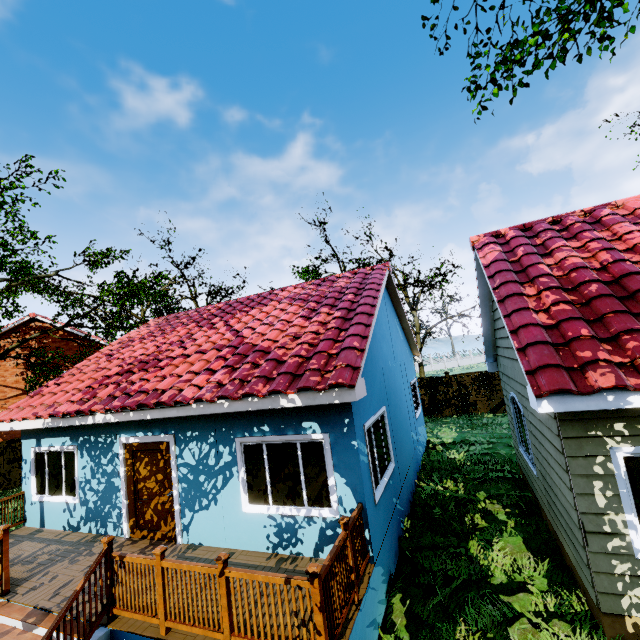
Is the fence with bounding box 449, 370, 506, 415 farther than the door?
Yes

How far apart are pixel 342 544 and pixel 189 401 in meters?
3.6 m

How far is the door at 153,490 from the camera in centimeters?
699cm

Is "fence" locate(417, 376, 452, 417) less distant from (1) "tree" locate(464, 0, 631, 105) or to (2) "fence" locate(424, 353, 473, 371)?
(2) "fence" locate(424, 353, 473, 371)

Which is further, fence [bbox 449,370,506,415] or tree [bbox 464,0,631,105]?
fence [bbox 449,370,506,415]

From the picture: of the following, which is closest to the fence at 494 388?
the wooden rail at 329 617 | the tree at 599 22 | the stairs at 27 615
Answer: the wooden rail at 329 617

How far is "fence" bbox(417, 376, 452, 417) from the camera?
18.7 meters

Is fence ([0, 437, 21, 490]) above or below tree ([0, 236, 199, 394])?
below
